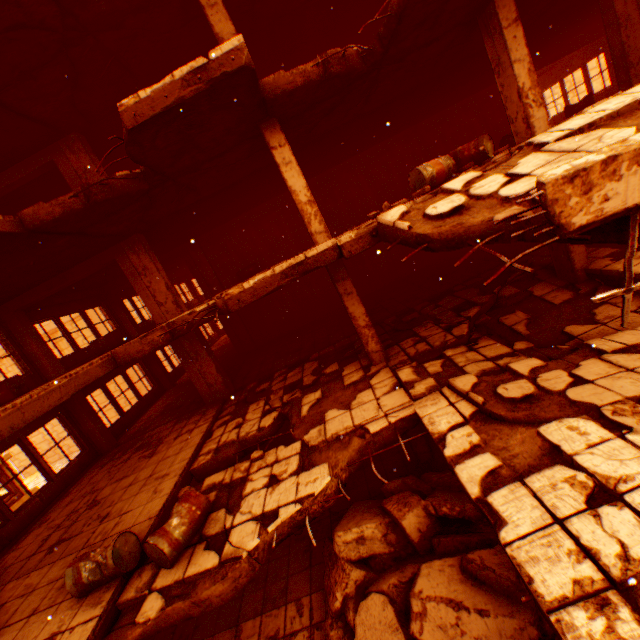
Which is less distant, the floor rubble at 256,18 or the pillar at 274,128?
the pillar at 274,128

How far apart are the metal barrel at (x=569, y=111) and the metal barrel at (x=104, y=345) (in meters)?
17.86

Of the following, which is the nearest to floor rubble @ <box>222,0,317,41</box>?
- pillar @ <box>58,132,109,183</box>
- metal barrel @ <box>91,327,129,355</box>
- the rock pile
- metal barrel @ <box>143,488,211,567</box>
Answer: pillar @ <box>58,132,109,183</box>

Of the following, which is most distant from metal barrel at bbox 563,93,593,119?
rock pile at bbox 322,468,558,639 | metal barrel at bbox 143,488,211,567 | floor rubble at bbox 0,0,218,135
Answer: metal barrel at bbox 143,488,211,567

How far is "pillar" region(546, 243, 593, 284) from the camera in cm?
717

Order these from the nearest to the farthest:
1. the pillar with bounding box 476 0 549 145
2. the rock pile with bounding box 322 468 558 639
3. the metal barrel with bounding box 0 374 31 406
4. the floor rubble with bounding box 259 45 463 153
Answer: the rock pile with bounding box 322 468 558 639, the floor rubble with bounding box 259 45 463 153, the pillar with bounding box 476 0 549 145, the metal barrel with bounding box 0 374 31 406

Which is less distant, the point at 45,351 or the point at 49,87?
the point at 49,87

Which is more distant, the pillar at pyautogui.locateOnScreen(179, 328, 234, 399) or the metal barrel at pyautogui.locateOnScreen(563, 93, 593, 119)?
the metal barrel at pyautogui.locateOnScreen(563, 93, 593, 119)
